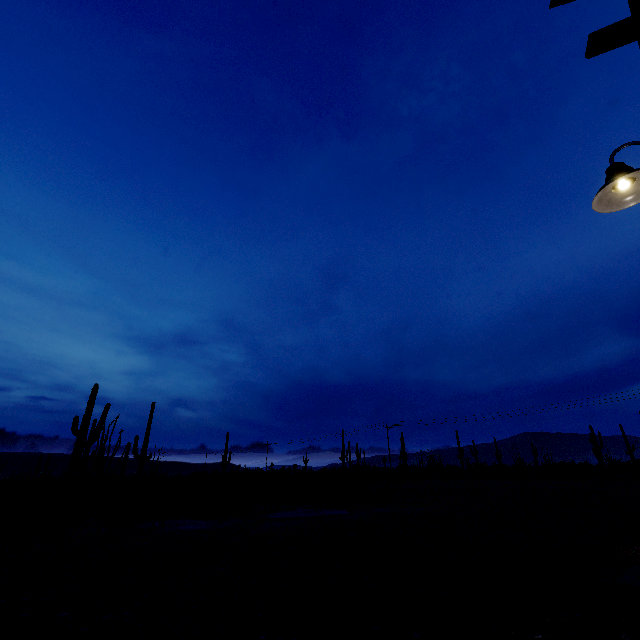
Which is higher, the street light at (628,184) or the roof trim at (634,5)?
the roof trim at (634,5)

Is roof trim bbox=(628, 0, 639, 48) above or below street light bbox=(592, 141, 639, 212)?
above

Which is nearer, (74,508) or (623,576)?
(623,576)
